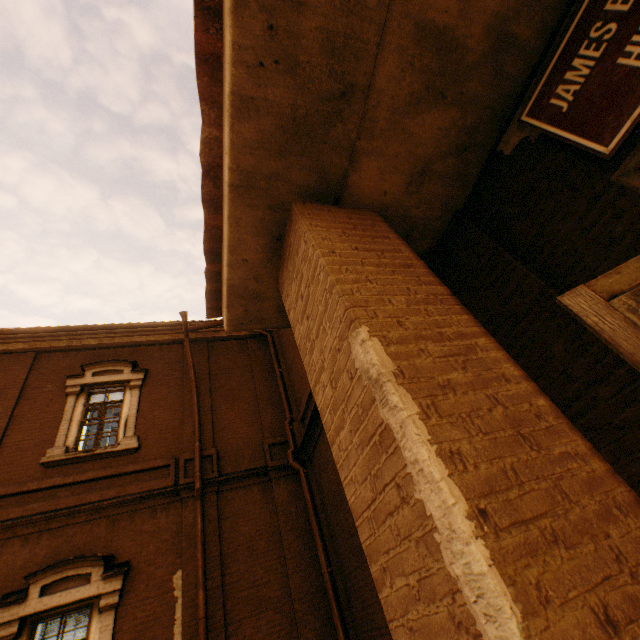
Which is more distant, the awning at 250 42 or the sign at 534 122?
the sign at 534 122

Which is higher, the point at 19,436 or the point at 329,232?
the point at 19,436

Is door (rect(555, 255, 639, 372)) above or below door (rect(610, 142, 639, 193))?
Result: below

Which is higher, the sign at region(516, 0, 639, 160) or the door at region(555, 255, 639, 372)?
the sign at region(516, 0, 639, 160)

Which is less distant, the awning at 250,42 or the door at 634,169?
the awning at 250,42

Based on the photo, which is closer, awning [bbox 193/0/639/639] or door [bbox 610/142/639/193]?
awning [bbox 193/0/639/639]

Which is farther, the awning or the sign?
the sign
